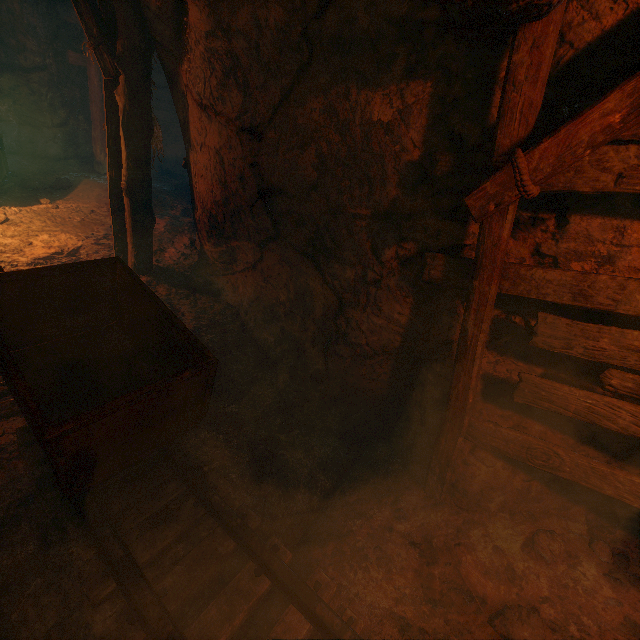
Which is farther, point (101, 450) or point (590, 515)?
point (590, 515)

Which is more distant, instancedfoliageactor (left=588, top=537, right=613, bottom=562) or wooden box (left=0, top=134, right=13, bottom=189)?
wooden box (left=0, top=134, right=13, bottom=189)

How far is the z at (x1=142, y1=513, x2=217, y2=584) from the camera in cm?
245

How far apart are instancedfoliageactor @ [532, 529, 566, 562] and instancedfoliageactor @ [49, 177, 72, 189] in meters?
9.6 m

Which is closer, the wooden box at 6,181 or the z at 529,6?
the z at 529,6

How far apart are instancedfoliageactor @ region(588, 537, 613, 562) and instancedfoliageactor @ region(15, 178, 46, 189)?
10.0 meters

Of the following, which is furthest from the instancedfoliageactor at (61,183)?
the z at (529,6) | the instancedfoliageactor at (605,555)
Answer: the instancedfoliageactor at (605,555)
